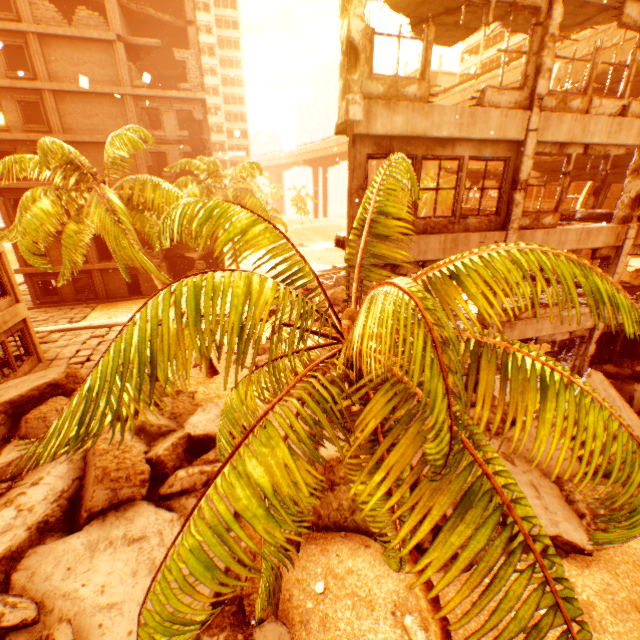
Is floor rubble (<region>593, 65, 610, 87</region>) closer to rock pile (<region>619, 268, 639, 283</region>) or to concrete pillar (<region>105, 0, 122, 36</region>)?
rock pile (<region>619, 268, 639, 283</region>)

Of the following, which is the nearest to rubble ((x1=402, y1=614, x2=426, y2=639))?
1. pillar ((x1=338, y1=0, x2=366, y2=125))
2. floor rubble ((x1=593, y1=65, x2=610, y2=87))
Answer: pillar ((x1=338, y1=0, x2=366, y2=125))

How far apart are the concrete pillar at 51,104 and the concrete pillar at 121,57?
4.3m

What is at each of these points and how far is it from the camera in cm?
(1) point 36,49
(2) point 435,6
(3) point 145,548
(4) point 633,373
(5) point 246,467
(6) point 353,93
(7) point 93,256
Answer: (1) concrete pillar, 2111
(2) floor rubble, 842
(3) rock pile, 727
(4) rock pile, 1256
(5) rubble, 234
(6) pillar, 689
(7) concrete pillar, 2623

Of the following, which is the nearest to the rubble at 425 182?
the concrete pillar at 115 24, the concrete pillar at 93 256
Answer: the concrete pillar at 93 256

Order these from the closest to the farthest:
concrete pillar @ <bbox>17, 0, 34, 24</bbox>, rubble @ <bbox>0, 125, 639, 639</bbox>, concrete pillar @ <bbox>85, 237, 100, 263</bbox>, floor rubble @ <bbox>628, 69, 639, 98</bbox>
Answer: rubble @ <bbox>0, 125, 639, 639</bbox> < floor rubble @ <bbox>628, 69, 639, 98</bbox> < concrete pillar @ <bbox>17, 0, 34, 24</bbox> < concrete pillar @ <bbox>85, 237, 100, 263</bbox>

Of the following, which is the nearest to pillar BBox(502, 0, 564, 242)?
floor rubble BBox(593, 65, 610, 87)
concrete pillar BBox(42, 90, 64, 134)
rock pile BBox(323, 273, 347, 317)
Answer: floor rubble BBox(593, 65, 610, 87)

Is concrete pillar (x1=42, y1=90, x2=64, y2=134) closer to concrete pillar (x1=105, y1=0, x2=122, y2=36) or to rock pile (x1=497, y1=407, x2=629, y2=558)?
concrete pillar (x1=105, y1=0, x2=122, y2=36)
